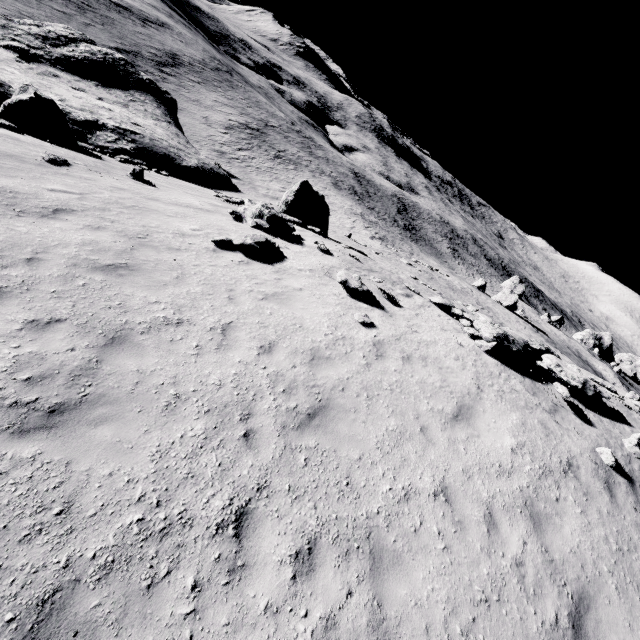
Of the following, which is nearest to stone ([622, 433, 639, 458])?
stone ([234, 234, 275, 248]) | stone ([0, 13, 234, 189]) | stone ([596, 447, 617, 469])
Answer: stone ([596, 447, 617, 469])

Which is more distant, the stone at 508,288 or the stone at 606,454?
the stone at 508,288

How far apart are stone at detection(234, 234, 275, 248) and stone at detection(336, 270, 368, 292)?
2.69m

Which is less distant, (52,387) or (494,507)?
(52,387)

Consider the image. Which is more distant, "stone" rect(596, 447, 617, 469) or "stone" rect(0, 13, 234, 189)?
"stone" rect(0, 13, 234, 189)

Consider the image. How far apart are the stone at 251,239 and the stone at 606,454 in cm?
1186

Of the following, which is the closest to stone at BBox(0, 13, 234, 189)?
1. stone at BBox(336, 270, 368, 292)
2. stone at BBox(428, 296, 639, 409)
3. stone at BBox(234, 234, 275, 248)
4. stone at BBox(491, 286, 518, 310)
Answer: stone at BBox(428, 296, 639, 409)

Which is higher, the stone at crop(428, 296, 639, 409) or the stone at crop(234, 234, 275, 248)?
the stone at crop(428, 296, 639, 409)
